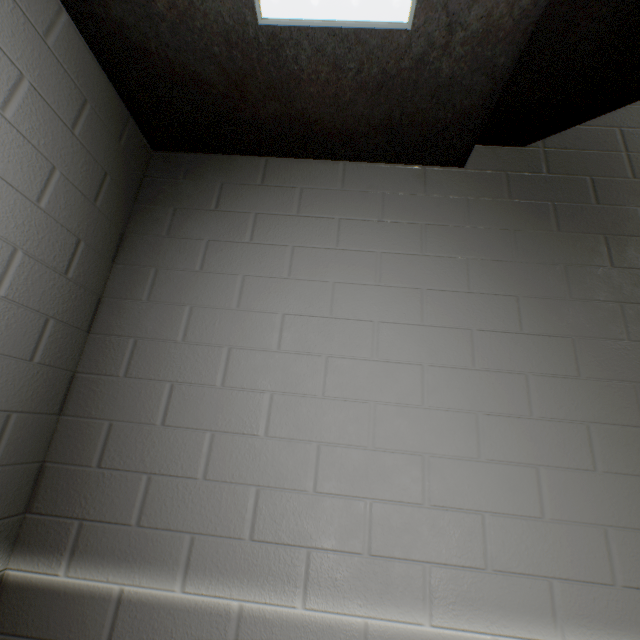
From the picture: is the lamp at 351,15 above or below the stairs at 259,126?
below

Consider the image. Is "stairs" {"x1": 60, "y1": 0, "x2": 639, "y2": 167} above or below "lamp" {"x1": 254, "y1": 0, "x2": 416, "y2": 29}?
above

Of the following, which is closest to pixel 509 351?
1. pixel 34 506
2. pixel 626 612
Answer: pixel 626 612
